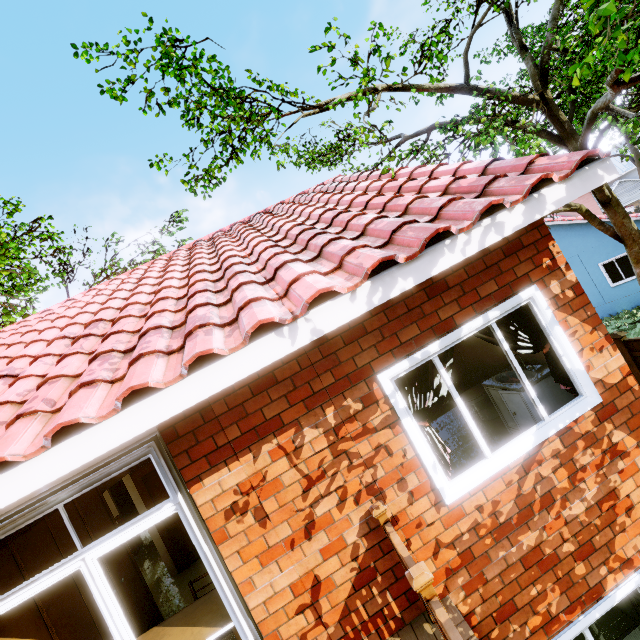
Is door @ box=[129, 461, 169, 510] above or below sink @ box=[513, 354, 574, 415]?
above

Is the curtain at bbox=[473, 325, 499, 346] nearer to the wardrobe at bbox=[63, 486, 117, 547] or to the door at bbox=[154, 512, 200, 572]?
the wardrobe at bbox=[63, 486, 117, 547]

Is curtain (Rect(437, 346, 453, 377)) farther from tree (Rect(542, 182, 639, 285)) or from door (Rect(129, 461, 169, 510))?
door (Rect(129, 461, 169, 510))

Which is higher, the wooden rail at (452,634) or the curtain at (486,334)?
the curtain at (486,334)

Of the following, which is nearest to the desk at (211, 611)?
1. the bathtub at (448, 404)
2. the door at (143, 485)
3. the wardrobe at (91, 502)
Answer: the wardrobe at (91, 502)

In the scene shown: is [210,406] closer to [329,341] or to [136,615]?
[329,341]

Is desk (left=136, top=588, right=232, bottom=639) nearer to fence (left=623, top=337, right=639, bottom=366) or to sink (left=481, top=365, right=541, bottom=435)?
sink (left=481, top=365, right=541, bottom=435)

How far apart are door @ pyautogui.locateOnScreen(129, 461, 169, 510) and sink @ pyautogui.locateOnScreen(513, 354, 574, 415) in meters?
5.7 m
